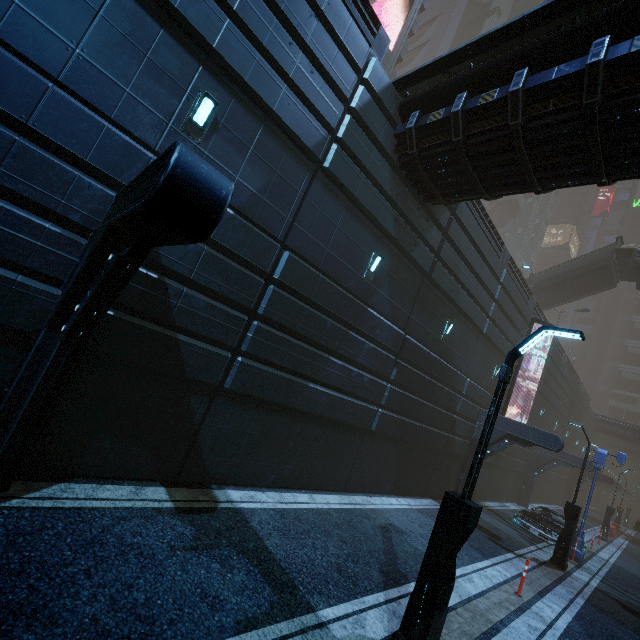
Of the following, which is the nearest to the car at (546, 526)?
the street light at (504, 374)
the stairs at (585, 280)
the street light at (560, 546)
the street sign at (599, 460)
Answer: the street sign at (599, 460)

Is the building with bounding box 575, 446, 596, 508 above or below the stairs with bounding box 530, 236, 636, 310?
below

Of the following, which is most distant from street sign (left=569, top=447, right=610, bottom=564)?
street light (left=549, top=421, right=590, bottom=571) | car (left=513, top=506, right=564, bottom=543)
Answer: street light (left=549, top=421, right=590, bottom=571)

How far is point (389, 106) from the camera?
9.3 meters

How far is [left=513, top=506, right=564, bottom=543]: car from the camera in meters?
15.8 m

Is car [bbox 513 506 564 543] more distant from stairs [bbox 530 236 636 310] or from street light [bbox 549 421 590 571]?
stairs [bbox 530 236 636 310]

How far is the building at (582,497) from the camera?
22.2m

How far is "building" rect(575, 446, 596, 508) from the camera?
22.2 meters
